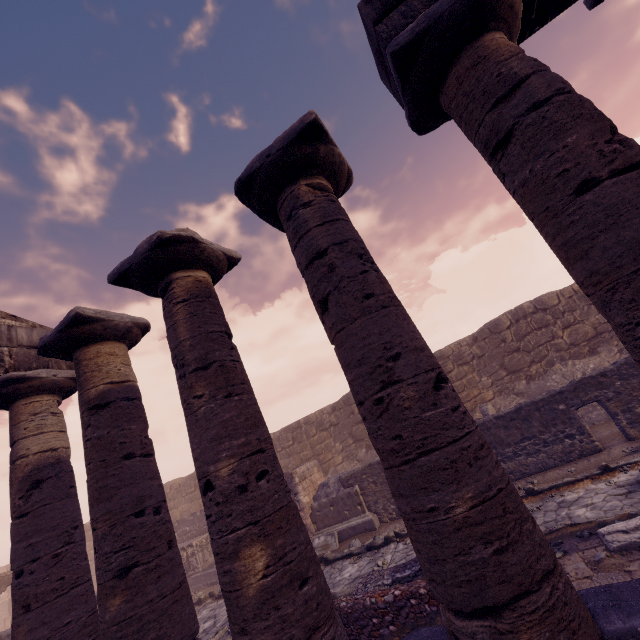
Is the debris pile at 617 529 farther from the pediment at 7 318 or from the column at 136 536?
the pediment at 7 318

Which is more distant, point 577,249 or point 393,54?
point 393,54

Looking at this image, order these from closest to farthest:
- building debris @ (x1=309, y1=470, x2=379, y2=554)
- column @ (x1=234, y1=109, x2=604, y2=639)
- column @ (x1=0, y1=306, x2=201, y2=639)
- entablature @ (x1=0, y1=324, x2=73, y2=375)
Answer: column @ (x1=234, y1=109, x2=604, y2=639)
column @ (x1=0, y1=306, x2=201, y2=639)
entablature @ (x1=0, y1=324, x2=73, y2=375)
building debris @ (x1=309, y1=470, x2=379, y2=554)

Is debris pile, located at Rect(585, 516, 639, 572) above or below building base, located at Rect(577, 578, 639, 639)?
below

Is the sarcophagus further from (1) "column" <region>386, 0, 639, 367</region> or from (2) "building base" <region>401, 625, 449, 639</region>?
(1) "column" <region>386, 0, 639, 367</region>

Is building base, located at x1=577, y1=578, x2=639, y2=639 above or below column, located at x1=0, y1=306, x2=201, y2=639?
below

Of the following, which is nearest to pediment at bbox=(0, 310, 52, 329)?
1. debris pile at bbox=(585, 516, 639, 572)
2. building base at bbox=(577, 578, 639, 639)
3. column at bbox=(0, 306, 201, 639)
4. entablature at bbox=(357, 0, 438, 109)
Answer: entablature at bbox=(357, 0, 438, 109)

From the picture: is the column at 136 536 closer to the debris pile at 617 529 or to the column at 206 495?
the column at 206 495
